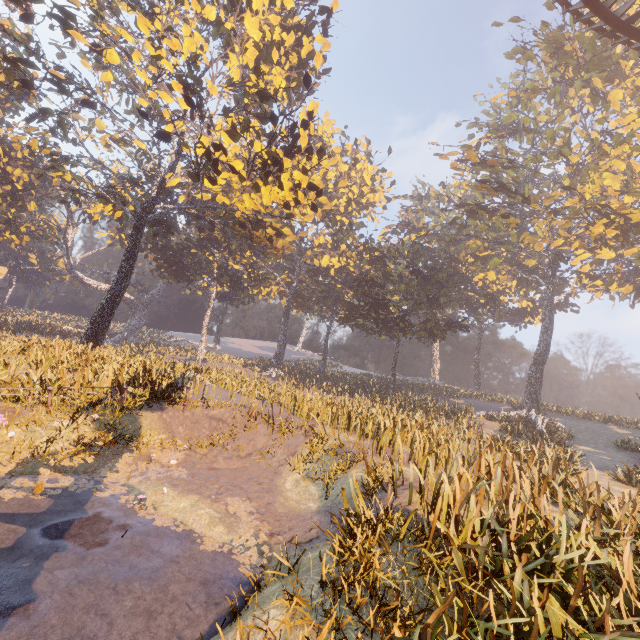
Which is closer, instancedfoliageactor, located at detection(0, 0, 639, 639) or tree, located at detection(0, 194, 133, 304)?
instancedfoliageactor, located at detection(0, 0, 639, 639)

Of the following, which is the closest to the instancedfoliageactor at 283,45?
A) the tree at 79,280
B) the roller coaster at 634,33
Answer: the roller coaster at 634,33

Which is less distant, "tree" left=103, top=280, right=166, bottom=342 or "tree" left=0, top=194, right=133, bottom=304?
"tree" left=0, top=194, right=133, bottom=304

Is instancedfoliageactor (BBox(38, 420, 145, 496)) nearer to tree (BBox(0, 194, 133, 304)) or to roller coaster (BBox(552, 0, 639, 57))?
roller coaster (BBox(552, 0, 639, 57))

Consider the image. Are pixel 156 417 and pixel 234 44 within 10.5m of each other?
no

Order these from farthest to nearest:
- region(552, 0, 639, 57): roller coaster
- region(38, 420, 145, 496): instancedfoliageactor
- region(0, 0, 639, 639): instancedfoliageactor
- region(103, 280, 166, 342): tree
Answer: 1. region(103, 280, 166, 342): tree
2. region(552, 0, 639, 57): roller coaster
3. region(38, 420, 145, 496): instancedfoliageactor
4. region(0, 0, 639, 639): instancedfoliageactor
